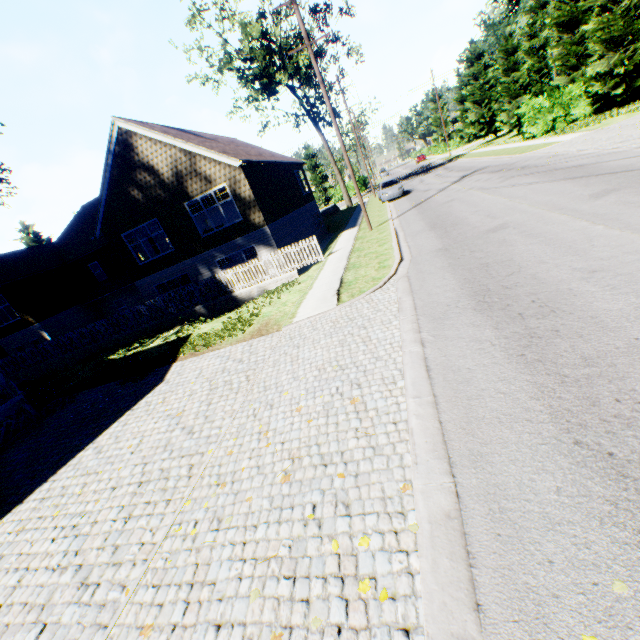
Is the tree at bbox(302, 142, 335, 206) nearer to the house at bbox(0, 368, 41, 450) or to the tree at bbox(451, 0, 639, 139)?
the tree at bbox(451, 0, 639, 139)

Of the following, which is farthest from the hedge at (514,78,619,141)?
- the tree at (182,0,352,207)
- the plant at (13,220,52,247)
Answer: the plant at (13,220,52,247)

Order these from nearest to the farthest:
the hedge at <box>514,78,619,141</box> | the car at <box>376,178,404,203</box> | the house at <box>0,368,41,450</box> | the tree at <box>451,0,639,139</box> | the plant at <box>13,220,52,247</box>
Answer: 1. the house at <box>0,368,41,450</box>
2. the tree at <box>451,0,639,139</box>
3. the hedge at <box>514,78,619,141</box>
4. the car at <box>376,178,404,203</box>
5. the plant at <box>13,220,52,247</box>

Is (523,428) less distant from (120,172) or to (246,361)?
(246,361)

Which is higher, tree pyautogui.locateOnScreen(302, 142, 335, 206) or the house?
tree pyautogui.locateOnScreen(302, 142, 335, 206)

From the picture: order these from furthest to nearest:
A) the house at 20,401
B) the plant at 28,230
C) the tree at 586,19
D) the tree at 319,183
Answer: the tree at 319,183
the plant at 28,230
the tree at 586,19
the house at 20,401

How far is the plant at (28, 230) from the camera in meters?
42.8 m

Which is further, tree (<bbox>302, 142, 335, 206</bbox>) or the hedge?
tree (<bbox>302, 142, 335, 206</bbox>)
